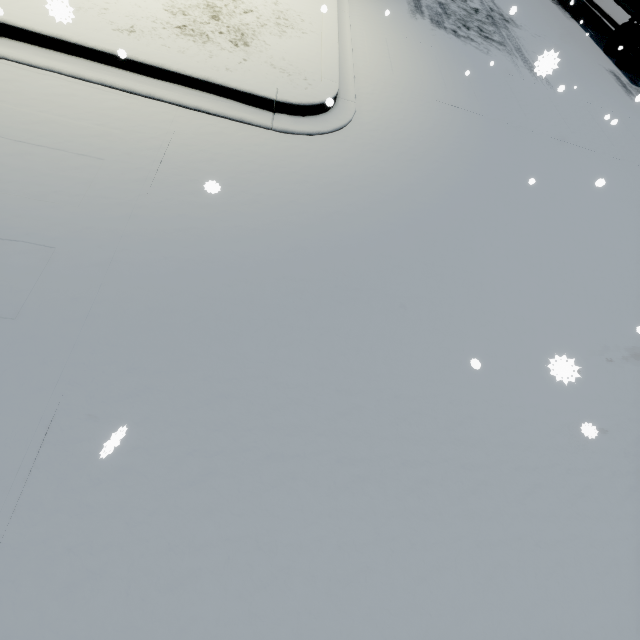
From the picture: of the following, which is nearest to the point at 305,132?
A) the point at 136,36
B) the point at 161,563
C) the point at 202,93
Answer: the point at 202,93
